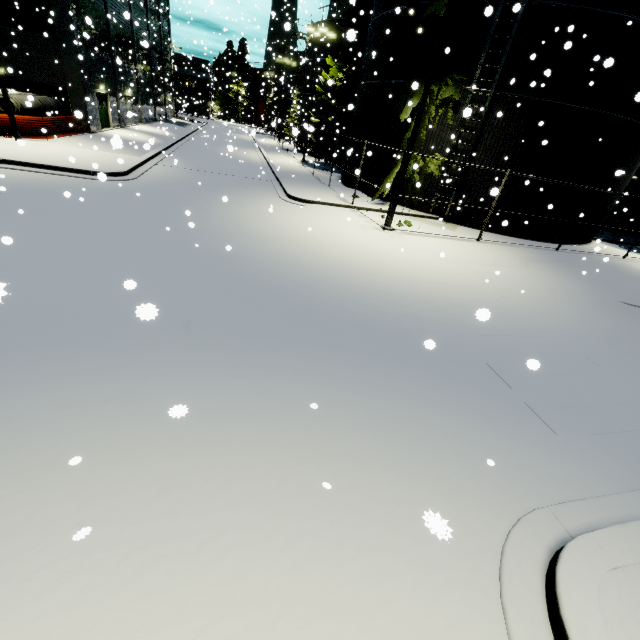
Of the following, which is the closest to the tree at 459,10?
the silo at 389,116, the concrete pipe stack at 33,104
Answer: the silo at 389,116

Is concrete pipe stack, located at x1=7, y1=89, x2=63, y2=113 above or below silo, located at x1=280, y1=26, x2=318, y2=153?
below

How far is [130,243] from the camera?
8.5m

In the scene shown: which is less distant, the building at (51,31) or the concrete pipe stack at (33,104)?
the concrete pipe stack at (33,104)

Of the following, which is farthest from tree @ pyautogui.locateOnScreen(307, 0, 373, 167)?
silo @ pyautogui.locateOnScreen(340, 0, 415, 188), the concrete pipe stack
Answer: the concrete pipe stack

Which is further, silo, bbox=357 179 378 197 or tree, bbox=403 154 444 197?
silo, bbox=357 179 378 197

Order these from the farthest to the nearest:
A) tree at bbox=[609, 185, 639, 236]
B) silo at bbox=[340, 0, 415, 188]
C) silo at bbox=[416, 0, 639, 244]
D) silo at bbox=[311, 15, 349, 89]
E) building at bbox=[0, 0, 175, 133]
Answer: silo at bbox=[311, 15, 349, 89] < tree at bbox=[609, 185, 639, 236] < building at bbox=[0, 0, 175, 133] < silo at bbox=[340, 0, 415, 188] < silo at bbox=[416, 0, 639, 244]

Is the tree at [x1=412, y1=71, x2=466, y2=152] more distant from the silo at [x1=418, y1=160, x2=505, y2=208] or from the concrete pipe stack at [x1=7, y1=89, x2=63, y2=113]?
the concrete pipe stack at [x1=7, y1=89, x2=63, y2=113]
